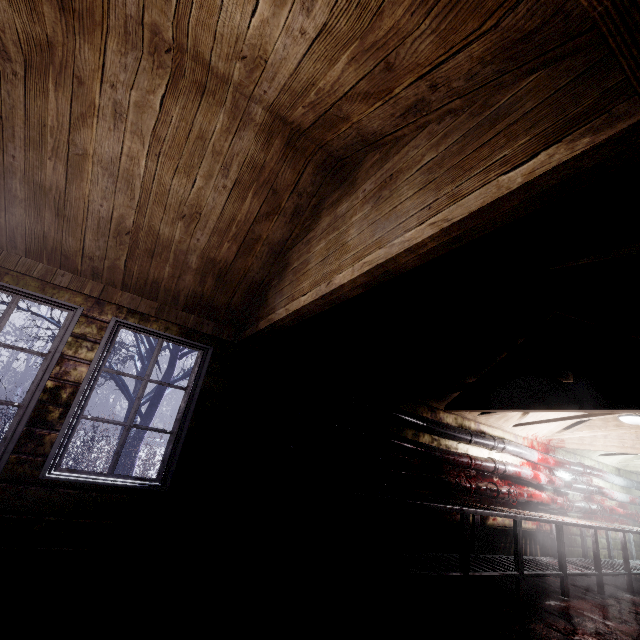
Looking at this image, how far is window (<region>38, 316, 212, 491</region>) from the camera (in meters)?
2.46

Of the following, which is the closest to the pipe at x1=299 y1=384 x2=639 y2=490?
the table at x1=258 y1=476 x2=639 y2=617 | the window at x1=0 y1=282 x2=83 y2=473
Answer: the table at x1=258 y1=476 x2=639 y2=617

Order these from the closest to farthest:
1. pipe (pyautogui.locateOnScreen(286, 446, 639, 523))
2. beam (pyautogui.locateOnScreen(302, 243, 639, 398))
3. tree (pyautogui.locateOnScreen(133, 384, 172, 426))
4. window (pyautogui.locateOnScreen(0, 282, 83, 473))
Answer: beam (pyautogui.locateOnScreen(302, 243, 639, 398)) < window (pyautogui.locateOnScreen(0, 282, 83, 473)) < pipe (pyautogui.locateOnScreen(286, 446, 639, 523)) < tree (pyautogui.locateOnScreen(133, 384, 172, 426))

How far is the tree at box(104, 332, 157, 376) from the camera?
5.39m

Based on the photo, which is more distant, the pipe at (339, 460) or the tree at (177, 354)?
the tree at (177, 354)

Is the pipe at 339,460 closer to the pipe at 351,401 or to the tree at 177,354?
the pipe at 351,401

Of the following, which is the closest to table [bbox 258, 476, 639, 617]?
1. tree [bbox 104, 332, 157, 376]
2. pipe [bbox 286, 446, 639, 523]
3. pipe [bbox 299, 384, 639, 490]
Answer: pipe [bbox 286, 446, 639, 523]

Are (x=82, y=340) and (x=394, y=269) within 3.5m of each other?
yes
